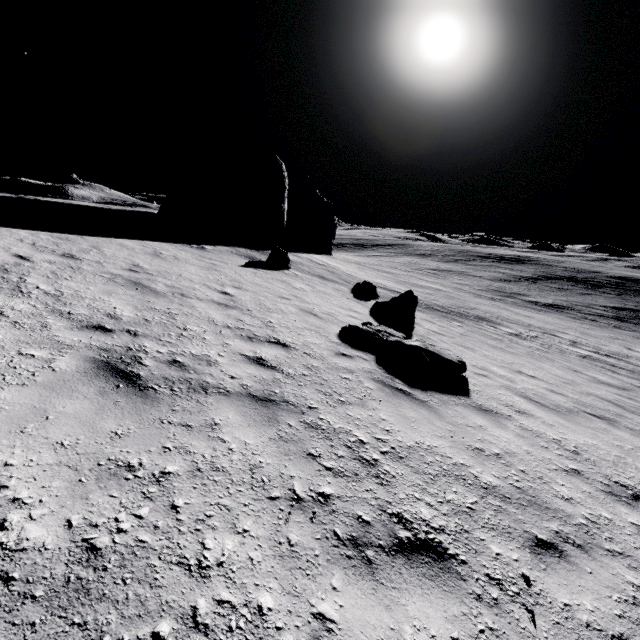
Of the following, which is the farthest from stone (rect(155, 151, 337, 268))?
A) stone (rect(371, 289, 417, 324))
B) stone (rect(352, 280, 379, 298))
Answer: stone (rect(371, 289, 417, 324))

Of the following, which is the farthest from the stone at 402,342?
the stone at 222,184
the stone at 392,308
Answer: the stone at 222,184

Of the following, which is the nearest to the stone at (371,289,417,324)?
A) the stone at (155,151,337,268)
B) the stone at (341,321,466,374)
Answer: the stone at (341,321,466,374)

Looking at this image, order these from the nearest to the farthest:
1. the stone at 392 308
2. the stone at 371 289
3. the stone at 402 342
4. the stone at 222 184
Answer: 1. the stone at 402 342
2. the stone at 392 308
3. the stone at 371 289
4. the stone at 222 184

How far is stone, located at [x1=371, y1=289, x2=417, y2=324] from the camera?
12.0 meters

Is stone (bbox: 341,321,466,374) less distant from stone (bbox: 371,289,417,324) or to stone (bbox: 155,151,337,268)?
stone (bbox: 371,289,417,324)

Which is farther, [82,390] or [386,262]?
[386,262]
